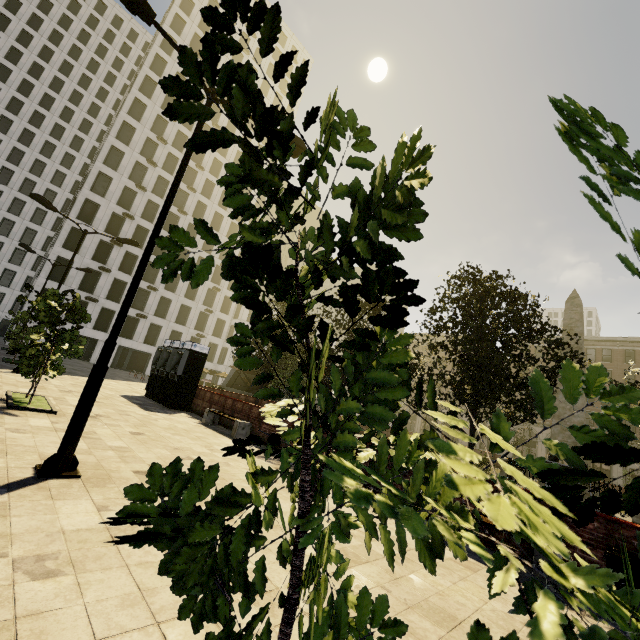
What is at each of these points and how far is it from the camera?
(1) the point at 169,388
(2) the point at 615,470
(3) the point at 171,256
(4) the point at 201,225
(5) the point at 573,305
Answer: (1) atm, 15.8m
(2) building, 40.2m
(3) tree, 1.3m
(4) tree, 1.4m
(5) obelisk, 19.4m

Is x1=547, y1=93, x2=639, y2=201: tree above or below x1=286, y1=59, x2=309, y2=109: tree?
below

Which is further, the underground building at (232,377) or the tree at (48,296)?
the underground building at (232,377)

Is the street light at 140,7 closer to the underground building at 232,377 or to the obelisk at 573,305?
the obelisk at 573,305

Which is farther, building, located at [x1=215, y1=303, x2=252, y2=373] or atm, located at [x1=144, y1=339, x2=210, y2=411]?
building, located at [x1=215, y1=303, x2=252, y2=373]

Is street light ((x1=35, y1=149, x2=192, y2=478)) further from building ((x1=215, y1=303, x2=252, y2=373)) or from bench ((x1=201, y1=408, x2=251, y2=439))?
building ((x1=215, y1=303, x2=252, y2=373))

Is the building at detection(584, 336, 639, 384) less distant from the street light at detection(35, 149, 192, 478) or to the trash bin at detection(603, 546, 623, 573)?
the street light at detection(35, 149, 192, 478)

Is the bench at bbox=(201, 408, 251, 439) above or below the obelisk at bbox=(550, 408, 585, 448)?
below
